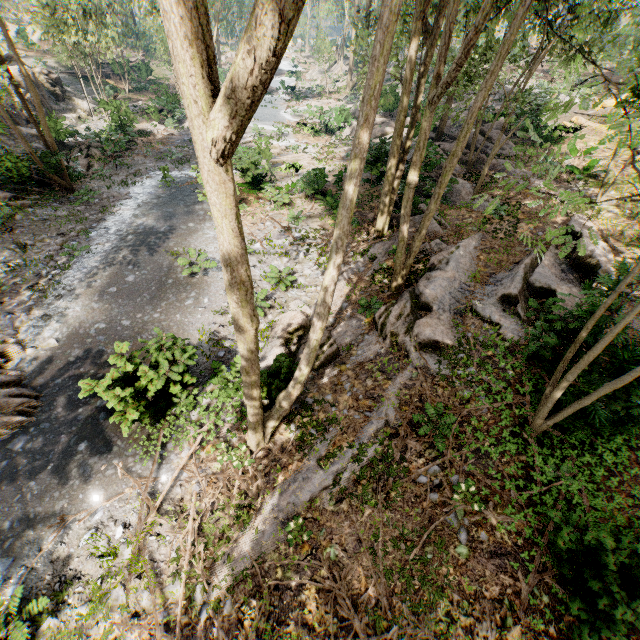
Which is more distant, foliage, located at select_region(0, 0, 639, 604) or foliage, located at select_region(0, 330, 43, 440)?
foliage, located at select_region(0, 330, 43, 440)

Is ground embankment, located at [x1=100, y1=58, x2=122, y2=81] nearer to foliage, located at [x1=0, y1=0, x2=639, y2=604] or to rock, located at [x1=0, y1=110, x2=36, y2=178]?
foliage, located at [x1=0, y1=0, x2=639, y2=604]

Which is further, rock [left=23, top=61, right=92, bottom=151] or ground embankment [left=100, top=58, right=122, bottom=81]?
ground embankment [left=100, top=58, right=122, bottom=81]

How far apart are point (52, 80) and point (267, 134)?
17.8m

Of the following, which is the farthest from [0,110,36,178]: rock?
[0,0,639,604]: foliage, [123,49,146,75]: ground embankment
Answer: A: [123,49,146,75]: ground embankment

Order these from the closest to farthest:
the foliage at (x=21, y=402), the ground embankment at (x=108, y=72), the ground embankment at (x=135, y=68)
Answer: the foliage at (x=21, y=402)
the ground embankment at (x=108, y=72)
the ground embankment at (x=135, y=68)

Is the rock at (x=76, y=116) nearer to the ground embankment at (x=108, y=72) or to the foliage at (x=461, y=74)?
the foliage at (x=461, y=74)

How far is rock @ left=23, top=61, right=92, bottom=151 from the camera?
20.48m
